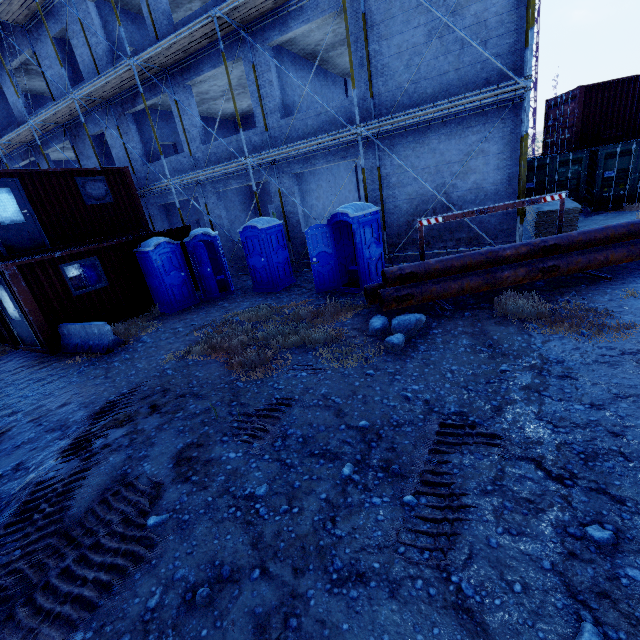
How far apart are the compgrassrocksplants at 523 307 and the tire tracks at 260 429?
4.3m

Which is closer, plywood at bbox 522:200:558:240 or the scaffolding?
the scaffolding

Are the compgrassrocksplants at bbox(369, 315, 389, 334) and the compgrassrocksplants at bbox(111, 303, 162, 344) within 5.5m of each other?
no

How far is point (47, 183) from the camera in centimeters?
1078cm

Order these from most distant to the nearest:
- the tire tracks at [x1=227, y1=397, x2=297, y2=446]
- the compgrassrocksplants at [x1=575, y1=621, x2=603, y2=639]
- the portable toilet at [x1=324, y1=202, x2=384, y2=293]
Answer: the portable toilet at [x1=324, y1=202, x2=384, y2=293] → the tire tracks at [x1=227, y1=397, x2=297, y2=446] → the compgrassrocksplants at [x1=575, y1=621, x2=603, y2=639]

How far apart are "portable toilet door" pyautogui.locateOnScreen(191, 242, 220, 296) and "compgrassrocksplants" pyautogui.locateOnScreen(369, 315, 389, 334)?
6.22m

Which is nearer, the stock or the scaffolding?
the stock

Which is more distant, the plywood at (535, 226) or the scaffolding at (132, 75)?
the plywood at (535, 226)
